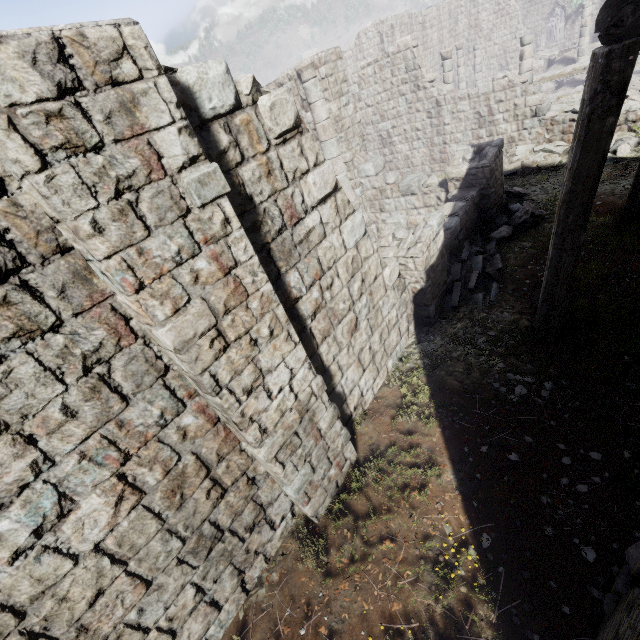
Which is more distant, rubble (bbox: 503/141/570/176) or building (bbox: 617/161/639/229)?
rubble (bbox: 503/141/570/176)

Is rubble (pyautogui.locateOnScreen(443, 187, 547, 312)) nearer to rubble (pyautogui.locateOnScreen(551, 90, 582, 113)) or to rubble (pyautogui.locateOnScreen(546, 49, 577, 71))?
rubble (pyautogui.locateOnScreen(551, 90, 582, 113))

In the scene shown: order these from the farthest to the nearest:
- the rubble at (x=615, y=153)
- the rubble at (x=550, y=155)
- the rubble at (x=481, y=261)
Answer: the rubble at (x=550, y=155) → the rubble at (x=615, y=153) → the rubble at (x=481, y=261)

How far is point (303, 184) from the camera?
4.44m

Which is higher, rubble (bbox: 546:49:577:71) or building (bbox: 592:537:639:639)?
rubble (bbox: 546:49:577:71)

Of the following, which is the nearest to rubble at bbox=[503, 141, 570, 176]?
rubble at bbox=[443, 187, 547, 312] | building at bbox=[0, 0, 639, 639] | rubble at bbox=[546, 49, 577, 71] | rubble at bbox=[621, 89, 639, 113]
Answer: building at bbox=[0, 0, 639, 639]

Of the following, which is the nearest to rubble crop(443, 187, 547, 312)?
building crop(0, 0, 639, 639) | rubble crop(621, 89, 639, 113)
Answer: building crop(0, 0, 639, 639)

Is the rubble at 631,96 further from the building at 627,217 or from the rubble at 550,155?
the rubble at 550,155
